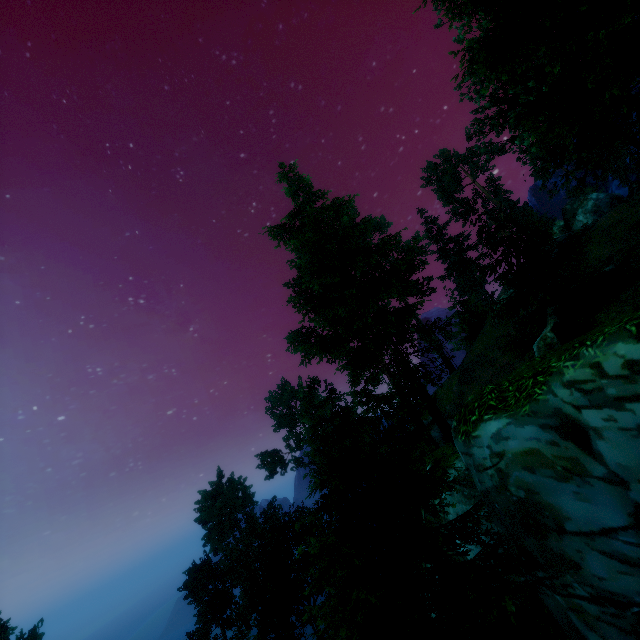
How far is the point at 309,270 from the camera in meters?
17.4 m

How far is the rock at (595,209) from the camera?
31.1m

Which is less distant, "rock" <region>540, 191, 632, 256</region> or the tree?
the tree

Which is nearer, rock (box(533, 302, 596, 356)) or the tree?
the tree

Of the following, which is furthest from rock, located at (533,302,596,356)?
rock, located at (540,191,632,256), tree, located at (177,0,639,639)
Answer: rock, located at (540,191,632,256)

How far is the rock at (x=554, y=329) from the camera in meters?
10.1 m

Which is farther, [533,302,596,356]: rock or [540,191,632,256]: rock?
[540,191,632,256]: rock
